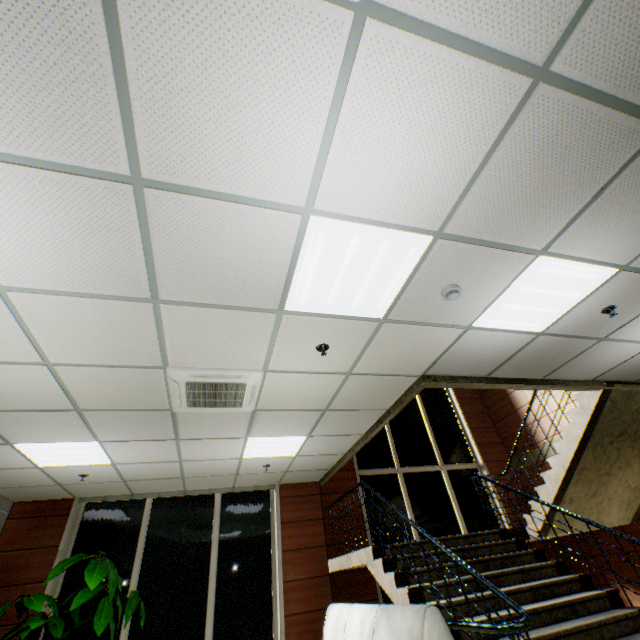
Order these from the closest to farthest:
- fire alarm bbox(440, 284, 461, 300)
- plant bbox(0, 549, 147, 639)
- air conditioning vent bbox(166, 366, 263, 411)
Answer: fire alarm bbox(440, 284, 461, 300)
air conditioning vent bbox(166, 366, 263, 411)
plant bbox(0, 549, 147, 639)

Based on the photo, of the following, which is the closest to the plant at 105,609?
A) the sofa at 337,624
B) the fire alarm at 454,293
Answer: the sofa at 337,624

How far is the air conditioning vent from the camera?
3.4m

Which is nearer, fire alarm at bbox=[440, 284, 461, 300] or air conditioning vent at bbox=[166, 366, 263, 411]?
fire alarm at bbox=[440, 284, 461, 300]

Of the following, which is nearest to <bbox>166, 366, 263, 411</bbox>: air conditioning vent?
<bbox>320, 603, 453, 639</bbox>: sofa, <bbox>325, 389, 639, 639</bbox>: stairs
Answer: <bbox>325, 389, 639, 639</bbox>: stairs

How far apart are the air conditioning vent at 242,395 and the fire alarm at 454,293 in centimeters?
201cm

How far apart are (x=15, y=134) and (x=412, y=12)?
2.0 meters

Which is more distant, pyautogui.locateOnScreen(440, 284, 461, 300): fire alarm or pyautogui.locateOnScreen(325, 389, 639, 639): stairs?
pyautogui.locateOnScreen(325, 389, 639, 639): stairs
